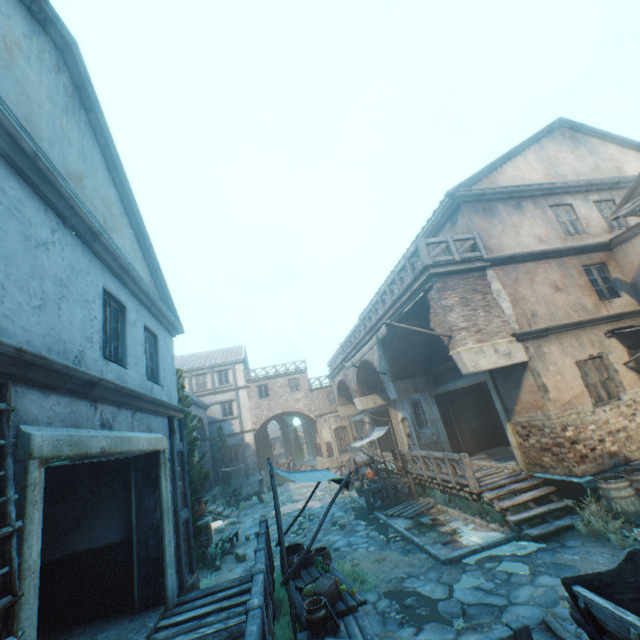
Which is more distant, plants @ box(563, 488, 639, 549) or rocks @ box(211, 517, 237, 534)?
rocks @ box(211, 517, 237, 534)

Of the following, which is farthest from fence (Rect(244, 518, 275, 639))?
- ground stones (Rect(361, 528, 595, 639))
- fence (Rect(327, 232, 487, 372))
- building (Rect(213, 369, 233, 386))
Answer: fence (Rect(327, 232, 487, 372))

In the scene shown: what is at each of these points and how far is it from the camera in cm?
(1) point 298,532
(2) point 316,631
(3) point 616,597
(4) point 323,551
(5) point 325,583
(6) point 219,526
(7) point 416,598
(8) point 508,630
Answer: (1) ground stones, 1266
(2) ceramic pot, 475
(3) cart, 338
(4) wicker basket, 790
(5) wicker basket, 565
(6) rocks, 1553
(7) ground stones, 646
(8) fence, 373

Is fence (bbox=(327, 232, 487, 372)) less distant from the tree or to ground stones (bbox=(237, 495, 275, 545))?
ground stones (bbox=(237, 495, 275, 545))

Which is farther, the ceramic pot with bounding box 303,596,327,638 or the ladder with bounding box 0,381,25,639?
the ceramic pot with bounding box 303,596,327,638

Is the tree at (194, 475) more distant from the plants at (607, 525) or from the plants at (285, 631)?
the plants at (607, 525)

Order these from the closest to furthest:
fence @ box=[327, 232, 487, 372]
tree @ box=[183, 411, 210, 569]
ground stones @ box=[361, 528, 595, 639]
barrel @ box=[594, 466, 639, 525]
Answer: ground stones @ box=[361, 528, 595, 639] < barrel @ box=[594, 466, 639, 525] < tree @ box=[183, 411, 210, 569] < fence @ box=[327, 232, 487, 372]

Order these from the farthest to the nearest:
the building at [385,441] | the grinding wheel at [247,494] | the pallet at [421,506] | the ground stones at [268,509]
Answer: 1. the building at [385,441]
2. the grinding wheel at [247,494]
3. the ground stones at [268,509]
4. the pallet at [421,506]
